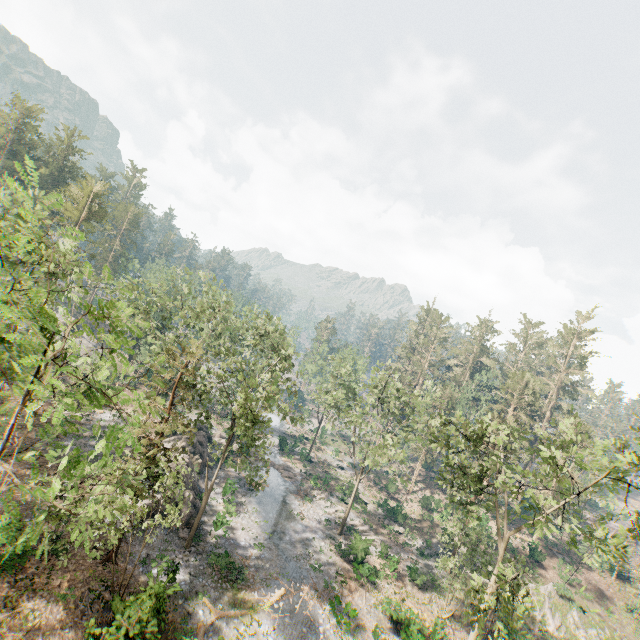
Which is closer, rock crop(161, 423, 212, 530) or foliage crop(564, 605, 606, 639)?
rock crop(161, 423, 212, 530)

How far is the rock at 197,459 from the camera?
27.5 meters

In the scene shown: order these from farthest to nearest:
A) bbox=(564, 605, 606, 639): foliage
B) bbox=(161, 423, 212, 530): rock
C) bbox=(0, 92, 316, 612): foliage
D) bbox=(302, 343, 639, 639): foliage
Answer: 1. bbox=(564, 605, 606, 639): foliage
2. bbox=(161, 423, 212, 530): rock
3. bbox=(302, 343, 639, 639): foliage
4. bbox=(0, 92, 316, 612): foliage

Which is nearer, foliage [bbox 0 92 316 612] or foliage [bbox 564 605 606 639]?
foliage [bbox 0 92 316 612]

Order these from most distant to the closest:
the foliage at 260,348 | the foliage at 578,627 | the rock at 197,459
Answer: the foliage at 578,627 → the rock at 197,459 → the foliage at 260,348

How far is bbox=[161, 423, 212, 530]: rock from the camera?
27.5 meters

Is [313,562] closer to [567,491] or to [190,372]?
[190,372]
